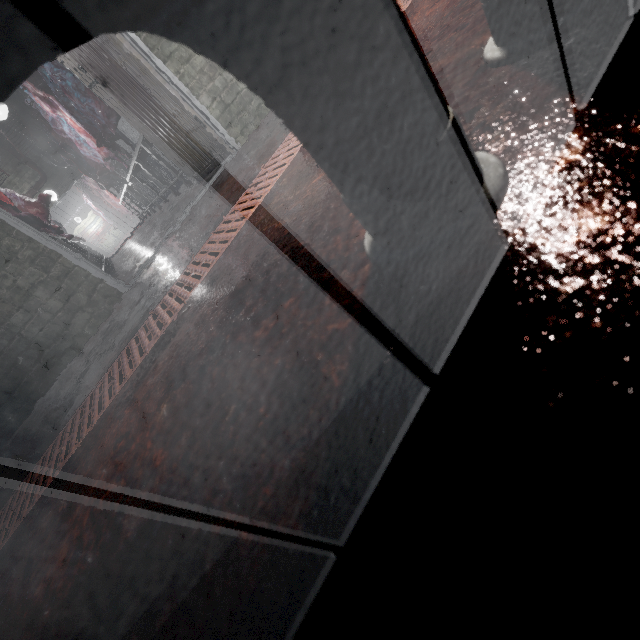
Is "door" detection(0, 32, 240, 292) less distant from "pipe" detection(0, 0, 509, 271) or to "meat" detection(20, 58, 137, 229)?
"pipe" detection(0, 0, 509, 271)

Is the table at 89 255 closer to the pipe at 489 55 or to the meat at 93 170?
the meat at 93 170

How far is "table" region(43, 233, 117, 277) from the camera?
3.9m

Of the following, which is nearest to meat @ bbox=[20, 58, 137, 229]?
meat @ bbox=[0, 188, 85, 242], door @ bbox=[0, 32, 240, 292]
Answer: meat @ bbox=[0, 188, 85, 242]

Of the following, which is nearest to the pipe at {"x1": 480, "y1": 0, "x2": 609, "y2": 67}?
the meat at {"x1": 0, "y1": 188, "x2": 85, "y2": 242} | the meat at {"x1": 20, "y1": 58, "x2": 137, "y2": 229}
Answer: the meat at {"x1": 0, "y1": 188, "x2": 85, "y2": 242}

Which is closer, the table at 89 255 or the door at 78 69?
the door at 78 69

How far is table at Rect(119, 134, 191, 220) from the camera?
Answer: 4.35m

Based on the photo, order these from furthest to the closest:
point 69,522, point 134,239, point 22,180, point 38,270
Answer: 1. point 22,180
2. point 134,239
3. point 38,270
4. point 69,522
